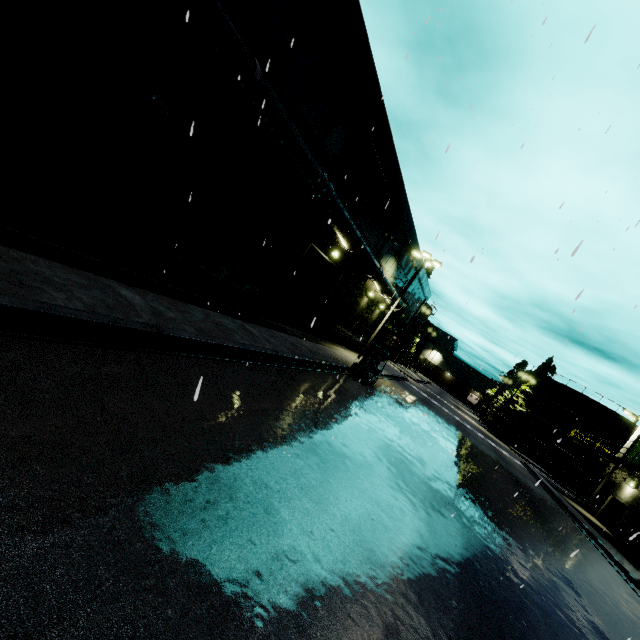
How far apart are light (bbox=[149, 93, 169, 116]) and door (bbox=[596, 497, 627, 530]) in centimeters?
3748cm

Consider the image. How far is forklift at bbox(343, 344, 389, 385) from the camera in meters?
17.8 m

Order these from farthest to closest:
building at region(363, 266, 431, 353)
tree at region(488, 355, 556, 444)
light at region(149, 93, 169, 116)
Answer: tree at region(488, 355, 556, 444) < building at region(363, 266, 431, 353) < light at region(149, 93, 169, 116)

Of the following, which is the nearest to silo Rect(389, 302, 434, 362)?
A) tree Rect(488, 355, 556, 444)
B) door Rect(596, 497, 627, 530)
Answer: tree Rect(488, 355, 556, 444)

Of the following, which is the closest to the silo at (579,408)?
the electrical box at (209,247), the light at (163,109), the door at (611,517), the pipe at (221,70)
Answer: the pipe at (221,70)

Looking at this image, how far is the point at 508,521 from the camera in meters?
11.0

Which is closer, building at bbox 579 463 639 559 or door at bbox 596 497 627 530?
building at bbox 579 463 639 559

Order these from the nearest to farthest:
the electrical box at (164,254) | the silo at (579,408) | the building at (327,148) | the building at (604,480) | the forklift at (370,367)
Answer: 1. the building at (327,148)
2. the electrical box at (164,254)
3. the forklift at (370,367)
4. the building at (604,480)
5. the silo at (579,408)
